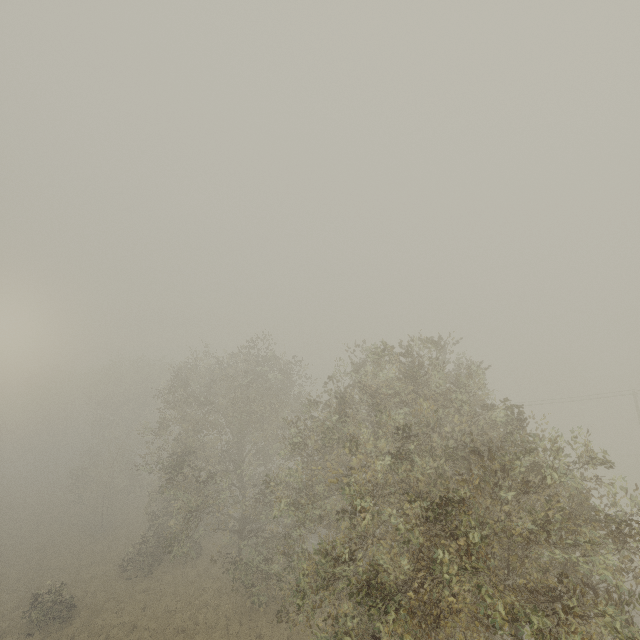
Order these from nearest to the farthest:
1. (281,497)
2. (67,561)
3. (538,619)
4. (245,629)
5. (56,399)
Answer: (538,619), (281,497), (245,629), (67,561), (56,399)
